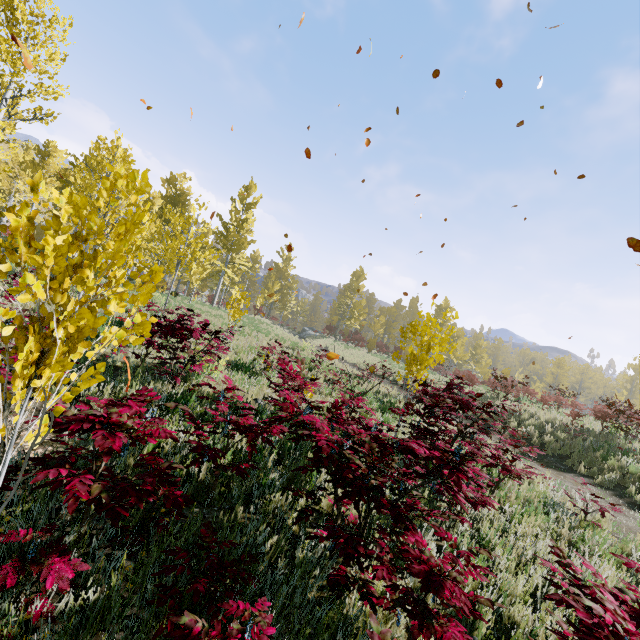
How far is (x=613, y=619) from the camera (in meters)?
1.86

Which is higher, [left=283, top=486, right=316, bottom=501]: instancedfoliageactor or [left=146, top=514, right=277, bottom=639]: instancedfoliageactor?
[left=283, top=486, right=316, bottom=501]: instancedfoliageactor

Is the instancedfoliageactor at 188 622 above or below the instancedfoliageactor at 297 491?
below

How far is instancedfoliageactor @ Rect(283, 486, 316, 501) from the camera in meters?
2.9

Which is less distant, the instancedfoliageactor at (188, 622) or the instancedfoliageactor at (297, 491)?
the instancedfoliageactor at (188, 622)

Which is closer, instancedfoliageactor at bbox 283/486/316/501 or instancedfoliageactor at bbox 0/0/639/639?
instancedfoliageactor at bbox 0/0/639/639
